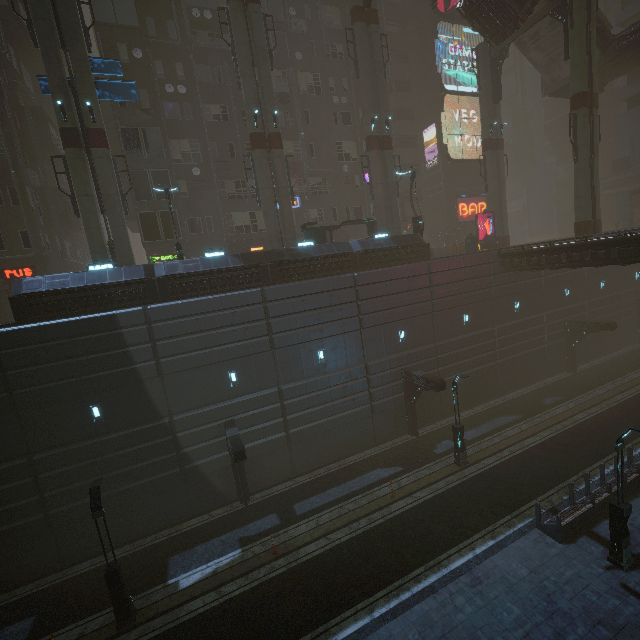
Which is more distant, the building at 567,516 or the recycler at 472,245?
the recycler at 472,245

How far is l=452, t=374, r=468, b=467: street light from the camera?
18.1 meters

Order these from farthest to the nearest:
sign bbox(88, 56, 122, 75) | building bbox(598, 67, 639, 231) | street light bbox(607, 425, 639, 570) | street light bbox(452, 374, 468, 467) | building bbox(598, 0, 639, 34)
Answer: building bbox(598, 67, 639, 231) < building bbox(598, 0, 639, 34) < sign bbox(88, 56, 122, 75) < street light bbox(452, 374, 468, 467) < street light bbox(607, 425, 639, 570)

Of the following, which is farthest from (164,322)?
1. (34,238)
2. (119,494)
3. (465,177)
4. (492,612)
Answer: (465,177)

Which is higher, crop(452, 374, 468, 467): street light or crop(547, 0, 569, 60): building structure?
crop(547, 0, 569, 60): building structure

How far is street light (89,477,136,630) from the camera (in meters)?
11.92

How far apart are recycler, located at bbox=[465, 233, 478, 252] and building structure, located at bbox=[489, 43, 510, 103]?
12.10m

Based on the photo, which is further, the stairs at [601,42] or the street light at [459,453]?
the stairs at [601,42]
